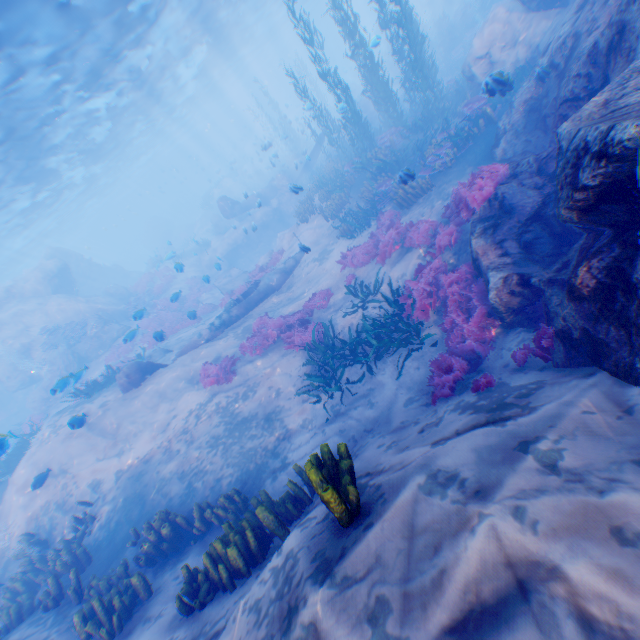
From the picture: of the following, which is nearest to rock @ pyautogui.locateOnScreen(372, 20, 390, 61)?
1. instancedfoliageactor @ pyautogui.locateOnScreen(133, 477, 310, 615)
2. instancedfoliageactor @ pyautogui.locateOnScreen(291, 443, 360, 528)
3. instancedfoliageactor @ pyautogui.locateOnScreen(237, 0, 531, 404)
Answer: instancedfoliageactor @ pyautogui.locateOnScreen(237, 0, 531, 404)

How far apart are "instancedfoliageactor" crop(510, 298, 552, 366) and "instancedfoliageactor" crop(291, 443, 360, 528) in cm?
362

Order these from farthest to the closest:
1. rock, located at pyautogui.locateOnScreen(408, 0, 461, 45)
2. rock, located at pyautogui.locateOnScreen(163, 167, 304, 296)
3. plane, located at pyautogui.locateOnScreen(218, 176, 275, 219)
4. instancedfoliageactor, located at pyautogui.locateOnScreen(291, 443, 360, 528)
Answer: plane, located at pyautogui.locateOnScreen(218, 176, 275, 219), rock, located at pyautogui.locateOnScreen(408, 0, 461, 45), rock, located at pyautogui.locateOnScreen(163, 167, 304, 296), instancedfoliageactor, located at pyautogui.locateOnScreen(291, 443, 360, 528)

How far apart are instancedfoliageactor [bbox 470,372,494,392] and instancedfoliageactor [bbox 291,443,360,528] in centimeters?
267cm

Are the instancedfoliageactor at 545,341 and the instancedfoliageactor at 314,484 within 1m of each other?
no

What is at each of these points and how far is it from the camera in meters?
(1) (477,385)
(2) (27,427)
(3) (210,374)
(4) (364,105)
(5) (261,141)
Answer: (1) instancedfoliageactor, 5.5
(2) instancedfoliageactor, 19.4
(3) instancedfoliageactor, 11.6
(4) rock, 27.4
(5) rock, 30.8

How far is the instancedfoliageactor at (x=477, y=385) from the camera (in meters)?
5.34

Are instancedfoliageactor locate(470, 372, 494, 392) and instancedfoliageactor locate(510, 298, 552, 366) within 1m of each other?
yes
